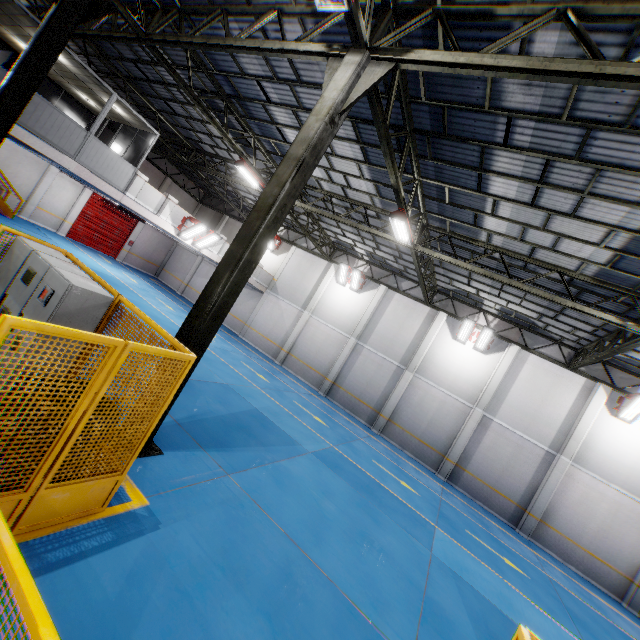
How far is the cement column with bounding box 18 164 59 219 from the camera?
20.34m

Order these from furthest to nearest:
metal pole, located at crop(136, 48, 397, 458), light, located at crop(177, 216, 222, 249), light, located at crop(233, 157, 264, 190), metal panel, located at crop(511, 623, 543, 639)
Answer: light, located at crop(177, 216, 222, 249), light, located at crop(233, 157, 264, 190), metal pole, located at crop(136, 48, 397, 458), metal panel, located at crop(511, 623, 543, 639)

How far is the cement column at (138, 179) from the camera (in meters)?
13.78

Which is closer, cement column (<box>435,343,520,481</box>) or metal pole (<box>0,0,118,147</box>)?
metal pole (<box>0,0,118,147</box>)

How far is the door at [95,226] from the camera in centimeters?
2314cm

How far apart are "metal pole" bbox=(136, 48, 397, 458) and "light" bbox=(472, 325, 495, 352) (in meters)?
13.98

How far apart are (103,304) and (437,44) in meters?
7.5 m

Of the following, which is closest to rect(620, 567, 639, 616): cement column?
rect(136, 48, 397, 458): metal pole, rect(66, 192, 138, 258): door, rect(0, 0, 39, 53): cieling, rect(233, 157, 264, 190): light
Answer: rect(136, 48, 397, 458): metal pole
